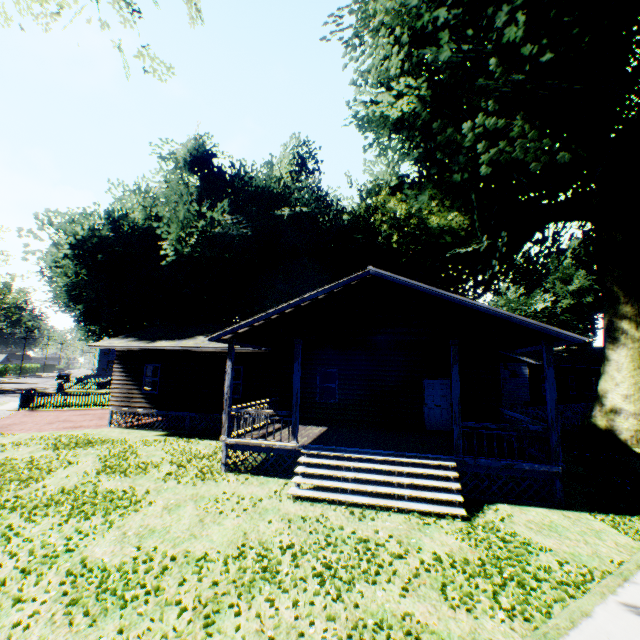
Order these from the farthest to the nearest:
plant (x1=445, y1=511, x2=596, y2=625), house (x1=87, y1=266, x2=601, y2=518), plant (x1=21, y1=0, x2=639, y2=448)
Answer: plant (x1=21, y1=0, x2=639, y2=448)
house (x1=87, y1=266, x2=601, y2=518)
plant (x1=445, y1=511, x2=596, y2=625)

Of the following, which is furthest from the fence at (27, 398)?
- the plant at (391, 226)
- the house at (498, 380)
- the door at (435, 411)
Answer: the door at (435, 411)

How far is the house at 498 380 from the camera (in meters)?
8.97

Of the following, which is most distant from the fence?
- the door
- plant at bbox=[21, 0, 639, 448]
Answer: the door

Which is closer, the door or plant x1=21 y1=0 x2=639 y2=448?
the door

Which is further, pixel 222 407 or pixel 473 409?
pixel 222 407

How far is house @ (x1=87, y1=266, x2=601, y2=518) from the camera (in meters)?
8.97

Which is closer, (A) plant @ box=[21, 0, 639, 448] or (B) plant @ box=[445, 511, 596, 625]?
(B) plant @ box=[445, 511, 596, 625]
